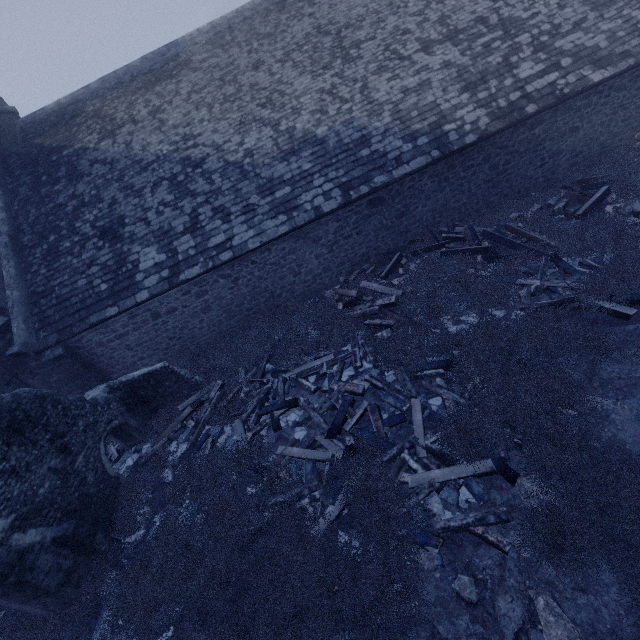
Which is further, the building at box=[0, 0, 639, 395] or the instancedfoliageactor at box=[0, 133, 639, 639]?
the building at box=[0, 0, 639, 395]

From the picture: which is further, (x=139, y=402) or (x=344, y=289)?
(x=344, y=289)

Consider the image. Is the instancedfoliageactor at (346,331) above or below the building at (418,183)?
below

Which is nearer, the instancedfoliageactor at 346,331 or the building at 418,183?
the instancedfoliageactor at 346,331

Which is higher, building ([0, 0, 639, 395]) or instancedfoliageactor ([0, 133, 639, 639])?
building ([0, 0, 639, 395])
